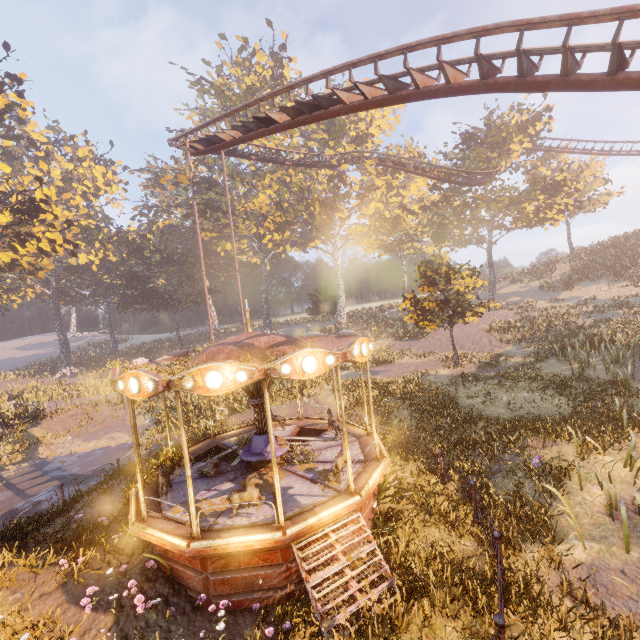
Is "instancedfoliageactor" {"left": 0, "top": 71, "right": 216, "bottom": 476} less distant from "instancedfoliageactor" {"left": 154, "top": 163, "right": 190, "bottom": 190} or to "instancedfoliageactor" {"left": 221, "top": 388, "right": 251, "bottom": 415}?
"instancedfoliageactor" {"left": 154, "top": 163, "right": 190, "bottom": 190}

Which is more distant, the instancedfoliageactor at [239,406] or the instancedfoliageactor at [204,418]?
the instancedfoliageactor at [239,406]

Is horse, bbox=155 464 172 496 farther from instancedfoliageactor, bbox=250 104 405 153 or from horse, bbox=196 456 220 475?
instancedfoliageactor, bbox=250 104 405 153

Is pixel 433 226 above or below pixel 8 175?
below

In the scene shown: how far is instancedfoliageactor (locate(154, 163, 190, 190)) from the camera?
38.4m

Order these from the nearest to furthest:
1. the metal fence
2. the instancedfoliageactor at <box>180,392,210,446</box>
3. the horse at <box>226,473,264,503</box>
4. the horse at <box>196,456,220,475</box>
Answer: the metal fence → the horse at <box>226,473,264,503</box> → the horse at <box>196,456,220,475</box> → the instancedfoliageactor at <box>180,392,210,446</box>

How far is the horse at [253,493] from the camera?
7.6m

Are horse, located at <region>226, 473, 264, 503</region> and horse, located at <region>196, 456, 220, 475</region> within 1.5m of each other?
no
